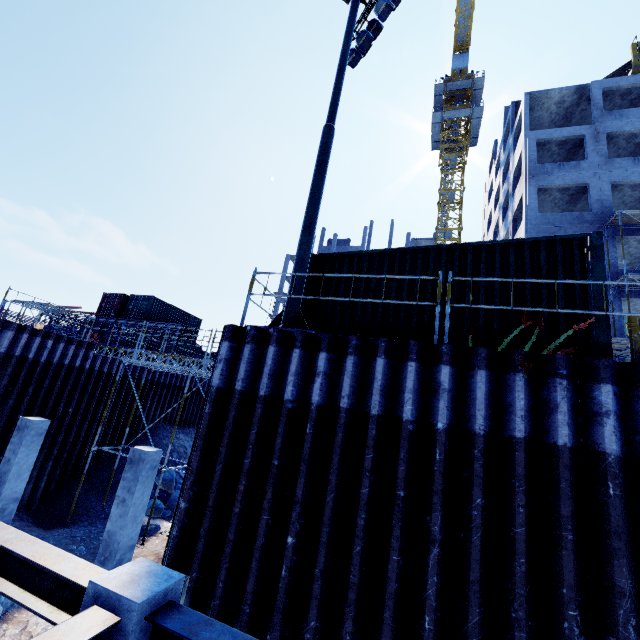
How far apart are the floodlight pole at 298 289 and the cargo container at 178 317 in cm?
2122

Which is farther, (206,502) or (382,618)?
(206,502)

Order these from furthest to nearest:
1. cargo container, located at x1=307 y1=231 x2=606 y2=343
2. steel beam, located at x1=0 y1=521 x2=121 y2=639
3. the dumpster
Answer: the dumpster → cargo container, located at x1=307 y1=231 x2=606 y2=343 → steel beam, located at x1=0 y1=521 x2=121 y2=639

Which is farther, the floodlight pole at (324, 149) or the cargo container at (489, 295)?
the floodlight pole at (324, 149)

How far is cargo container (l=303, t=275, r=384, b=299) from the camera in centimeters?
742cm

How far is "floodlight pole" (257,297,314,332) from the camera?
6.7m

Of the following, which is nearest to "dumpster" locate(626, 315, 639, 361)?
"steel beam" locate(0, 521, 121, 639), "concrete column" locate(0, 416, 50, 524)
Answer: "steel beam" locate(0, 521, 121, 639)

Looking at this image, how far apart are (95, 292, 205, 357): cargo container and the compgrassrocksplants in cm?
1340
